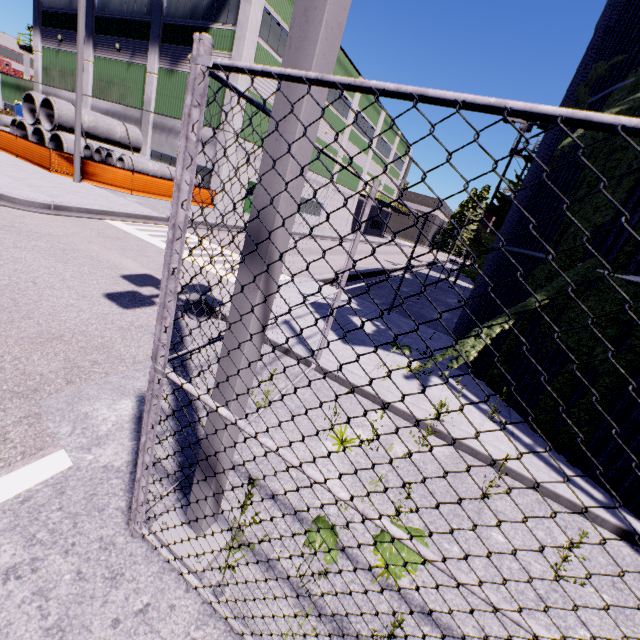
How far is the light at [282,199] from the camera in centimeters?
162cm

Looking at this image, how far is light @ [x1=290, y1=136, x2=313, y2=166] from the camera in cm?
154

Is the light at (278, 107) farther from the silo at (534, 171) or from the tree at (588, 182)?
the silo at (534, 171)

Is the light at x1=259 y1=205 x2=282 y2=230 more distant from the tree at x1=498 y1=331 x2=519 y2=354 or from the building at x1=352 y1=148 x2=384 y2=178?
the building at x1=352 y1=148 x2=384 y2=178

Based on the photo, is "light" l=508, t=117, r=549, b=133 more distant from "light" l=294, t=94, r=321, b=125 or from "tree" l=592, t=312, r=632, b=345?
"light" l=294, t=94, r=321, b=125

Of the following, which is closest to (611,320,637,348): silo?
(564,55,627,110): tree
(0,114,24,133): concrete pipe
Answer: (564,55,627,110): tree

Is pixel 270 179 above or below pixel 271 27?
below

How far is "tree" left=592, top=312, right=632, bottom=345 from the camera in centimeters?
461cm
